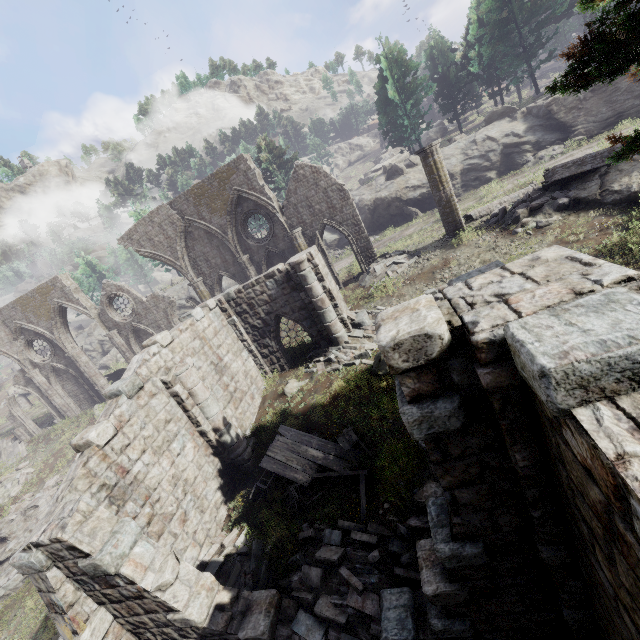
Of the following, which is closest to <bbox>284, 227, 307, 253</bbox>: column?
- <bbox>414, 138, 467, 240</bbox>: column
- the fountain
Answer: <bbox>414, 138, 467, 240</bbox>: column

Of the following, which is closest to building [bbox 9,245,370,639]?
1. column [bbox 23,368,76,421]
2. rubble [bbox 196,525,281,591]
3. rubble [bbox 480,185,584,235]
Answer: rubble [bbox 196,525,281,591]

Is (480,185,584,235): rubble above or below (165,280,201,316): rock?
below

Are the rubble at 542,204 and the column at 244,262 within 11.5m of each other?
no

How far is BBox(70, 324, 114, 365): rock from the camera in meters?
41.2 m

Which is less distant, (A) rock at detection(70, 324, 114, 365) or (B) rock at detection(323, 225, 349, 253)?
(B) rock at detection(323, 225, 349, 253)

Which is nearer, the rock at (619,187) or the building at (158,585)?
the building at (158,585)

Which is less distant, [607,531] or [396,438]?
[607,531]
